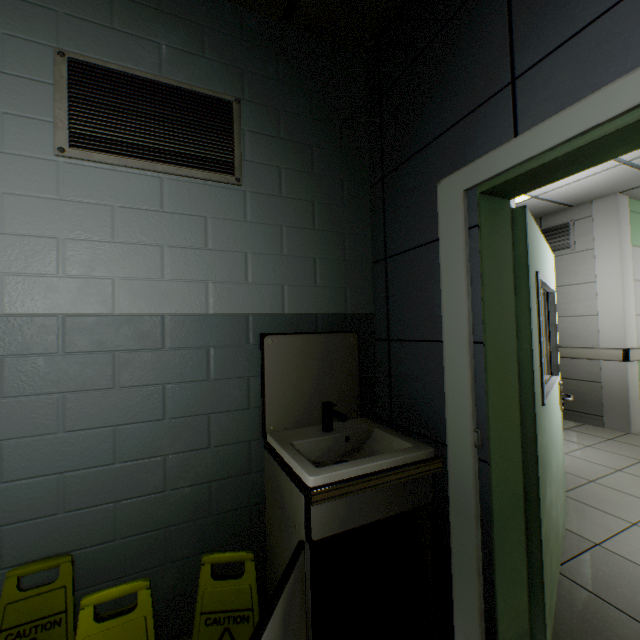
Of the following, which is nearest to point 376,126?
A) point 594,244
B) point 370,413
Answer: point 370,413

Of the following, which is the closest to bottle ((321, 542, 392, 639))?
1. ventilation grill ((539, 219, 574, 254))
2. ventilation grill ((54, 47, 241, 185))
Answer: ventilation grill ((54, 47, 241, 185))

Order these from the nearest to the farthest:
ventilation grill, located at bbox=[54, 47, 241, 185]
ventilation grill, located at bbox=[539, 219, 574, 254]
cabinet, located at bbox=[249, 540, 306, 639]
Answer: cabinet, located at bbox=[249, 540, 306, 639] < ventilation grill, located at bbox=[54, 47, 241, 185] < ventilation grill, located at bbox=[539, 219, 574, 254]

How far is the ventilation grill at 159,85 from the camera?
1.4 meters

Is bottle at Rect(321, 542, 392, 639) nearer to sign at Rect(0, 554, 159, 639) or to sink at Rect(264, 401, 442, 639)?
sink at Rect(264, 401, 442, 639)

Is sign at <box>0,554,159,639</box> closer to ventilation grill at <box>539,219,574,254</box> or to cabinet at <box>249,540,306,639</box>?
cabinet at <box>249,540,306,639</box>

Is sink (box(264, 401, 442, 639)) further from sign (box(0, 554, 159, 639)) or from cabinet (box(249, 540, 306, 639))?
sign (box(0, 554, 159, 639))

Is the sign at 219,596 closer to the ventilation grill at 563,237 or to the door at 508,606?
the door at 508,606
